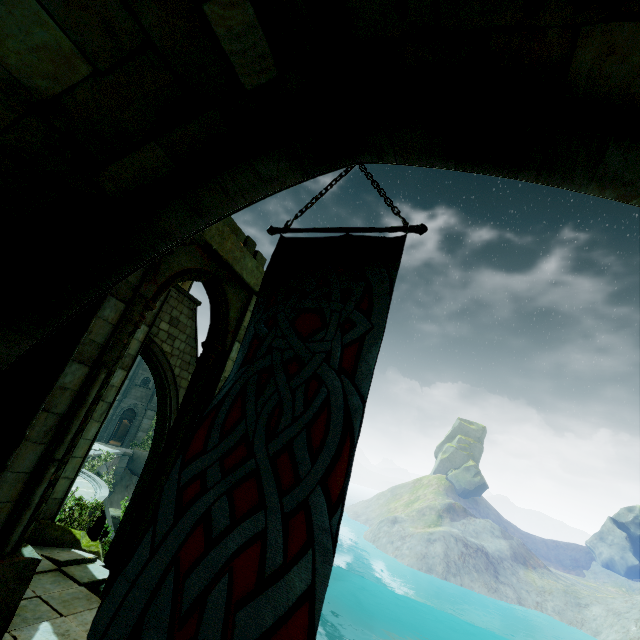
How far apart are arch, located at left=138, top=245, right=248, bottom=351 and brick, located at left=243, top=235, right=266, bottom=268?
0.80m

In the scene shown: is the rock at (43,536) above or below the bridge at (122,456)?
above

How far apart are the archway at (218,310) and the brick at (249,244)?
1.2 meters

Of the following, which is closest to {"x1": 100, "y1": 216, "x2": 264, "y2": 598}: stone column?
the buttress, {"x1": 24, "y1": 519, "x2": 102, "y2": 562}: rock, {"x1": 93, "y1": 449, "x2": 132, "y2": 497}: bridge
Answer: {"x1": 24, "y1": 519, "x2": 102, "y2": 562}: rock

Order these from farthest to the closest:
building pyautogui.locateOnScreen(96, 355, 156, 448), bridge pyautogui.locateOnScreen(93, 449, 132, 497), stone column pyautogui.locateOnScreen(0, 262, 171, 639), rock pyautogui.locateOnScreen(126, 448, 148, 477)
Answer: building pyautogui.locateOnScreen(96, 355, 156, 448) → rock pyautogui.locateOnScreen(126, 448, 148, 477) → bridge pyautogui.locateOnScreen(93, 449, 132, 497) → stone column pyautogui.locateOnScreen(0, 262, 171, 639)

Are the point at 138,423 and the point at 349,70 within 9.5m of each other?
no

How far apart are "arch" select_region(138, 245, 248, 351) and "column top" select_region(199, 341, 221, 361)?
0.0 meters

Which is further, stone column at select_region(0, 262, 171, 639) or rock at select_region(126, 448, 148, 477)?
rock at select_region(126, 448, 148, 477)
